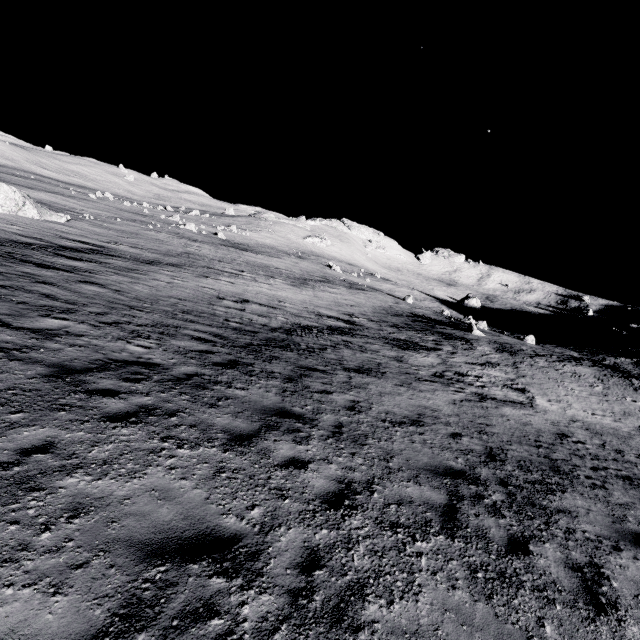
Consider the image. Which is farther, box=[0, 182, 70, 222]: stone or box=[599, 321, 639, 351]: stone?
box=[599, 321, 639, 351]: stone

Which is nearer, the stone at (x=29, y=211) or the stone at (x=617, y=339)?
the stone at (x=29, y=211)

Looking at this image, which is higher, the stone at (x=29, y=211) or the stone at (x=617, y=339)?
the stone at (x=617, y=339)

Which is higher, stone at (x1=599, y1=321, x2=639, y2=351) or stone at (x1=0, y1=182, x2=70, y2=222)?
stone at (x1=599, y1=321, x2=639, y2=351)

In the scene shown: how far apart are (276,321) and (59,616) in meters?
15.0 m
